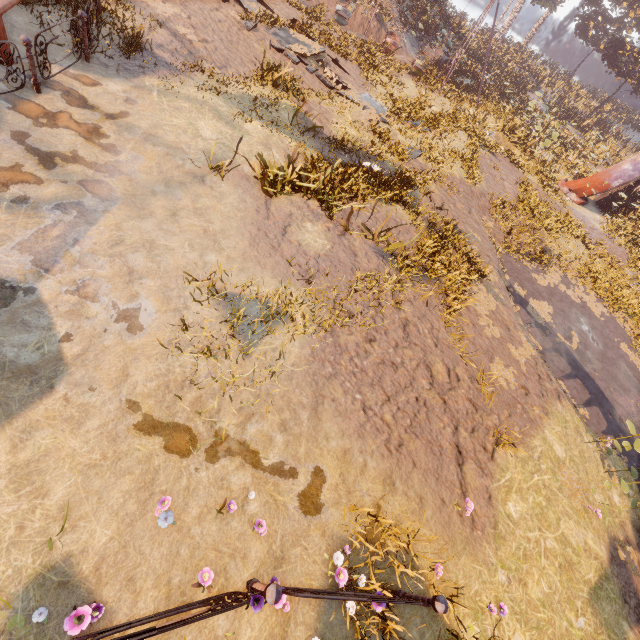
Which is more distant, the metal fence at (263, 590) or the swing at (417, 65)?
the swing at (417, 65)

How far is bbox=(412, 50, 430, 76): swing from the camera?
21.1 meters

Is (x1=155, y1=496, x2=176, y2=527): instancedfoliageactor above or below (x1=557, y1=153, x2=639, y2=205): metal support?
below

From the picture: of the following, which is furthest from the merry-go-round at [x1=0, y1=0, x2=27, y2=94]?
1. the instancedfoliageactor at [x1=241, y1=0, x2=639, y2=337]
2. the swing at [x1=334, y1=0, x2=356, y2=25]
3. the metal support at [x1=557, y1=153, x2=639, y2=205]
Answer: the metal support at [x1=557, y1=153, x2=639, y2=205]

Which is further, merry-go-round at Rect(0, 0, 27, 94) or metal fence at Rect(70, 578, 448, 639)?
merry-go-round at Rect(0, 0, 27, 94)

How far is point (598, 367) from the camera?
11.1 meters

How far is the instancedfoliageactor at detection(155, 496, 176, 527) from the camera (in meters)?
3.48

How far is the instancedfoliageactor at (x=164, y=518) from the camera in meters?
3.5 m
